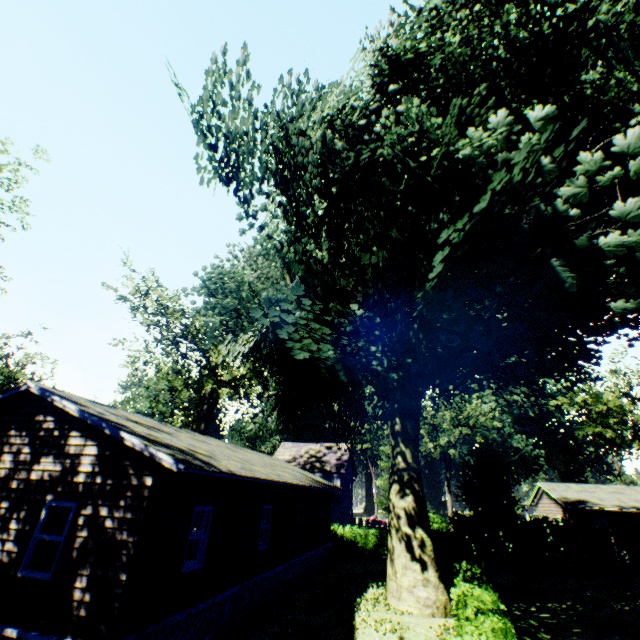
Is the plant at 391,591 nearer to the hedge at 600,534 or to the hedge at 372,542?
the hedge at 372,542

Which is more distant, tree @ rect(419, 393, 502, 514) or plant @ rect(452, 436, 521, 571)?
tree @ rect(419, 393, 502, 514)

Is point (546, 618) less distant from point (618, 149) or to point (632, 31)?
point (618, 149)

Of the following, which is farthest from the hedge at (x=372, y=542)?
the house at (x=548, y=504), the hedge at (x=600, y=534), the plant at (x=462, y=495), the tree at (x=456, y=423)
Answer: the tree at (x=456, y=423)

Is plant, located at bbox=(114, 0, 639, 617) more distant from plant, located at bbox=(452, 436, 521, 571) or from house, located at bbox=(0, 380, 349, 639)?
house, located at bbox=(0, 380, 349, 639)

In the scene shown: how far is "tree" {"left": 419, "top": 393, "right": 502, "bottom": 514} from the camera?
47.53m

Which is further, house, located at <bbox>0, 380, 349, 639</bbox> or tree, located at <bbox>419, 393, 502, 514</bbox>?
tree, located at <bbox>419, 393, 502, 514</bbox>

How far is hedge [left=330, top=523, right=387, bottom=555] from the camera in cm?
2634
